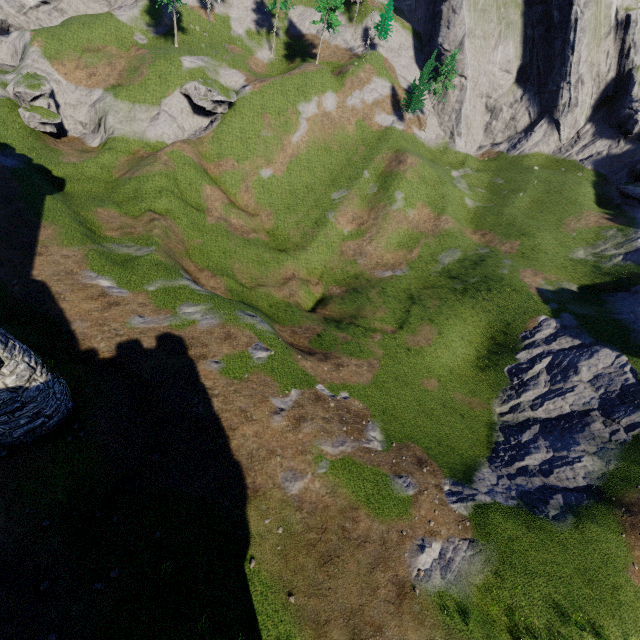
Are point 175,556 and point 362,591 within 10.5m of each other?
yes
